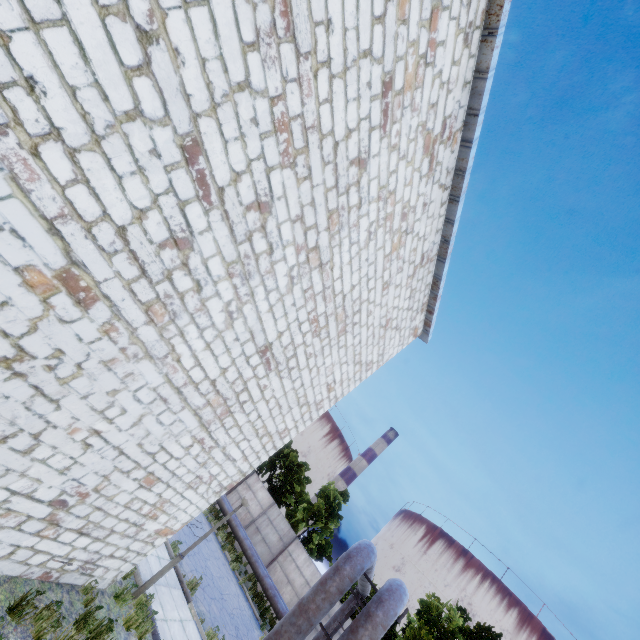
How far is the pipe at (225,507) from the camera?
21.1m

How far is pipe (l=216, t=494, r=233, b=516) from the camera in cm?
2109

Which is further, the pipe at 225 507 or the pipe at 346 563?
the pipe at 225 507

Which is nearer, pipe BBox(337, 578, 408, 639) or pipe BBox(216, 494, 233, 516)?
pipe BBox(337, 578, 408, 639)

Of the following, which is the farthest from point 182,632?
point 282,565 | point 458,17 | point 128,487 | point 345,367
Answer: point 458,17

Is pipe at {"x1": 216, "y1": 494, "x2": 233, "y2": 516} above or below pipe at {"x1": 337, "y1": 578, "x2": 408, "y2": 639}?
below
